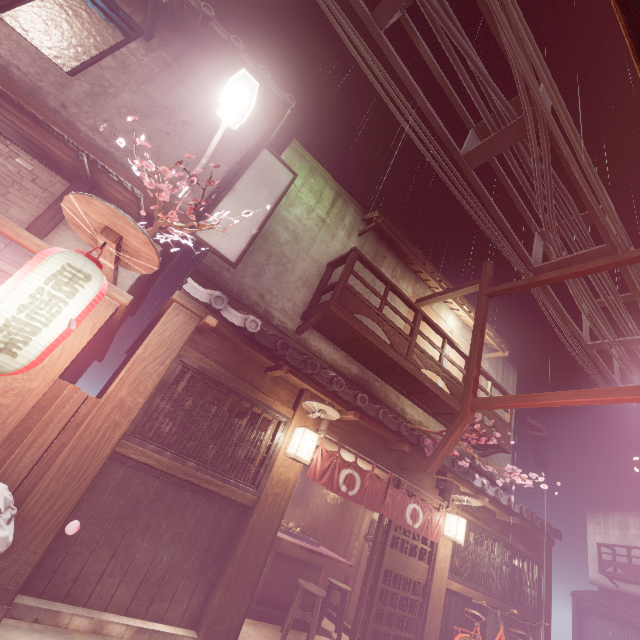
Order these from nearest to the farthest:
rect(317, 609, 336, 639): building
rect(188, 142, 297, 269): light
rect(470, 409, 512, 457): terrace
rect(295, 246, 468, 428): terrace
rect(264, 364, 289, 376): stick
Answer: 1. rect(264, 364, 289, 376): stick
2. rect(188, 142, 297, 269): light
3. rect(317, 609, 336, 639): building
4. rect(295, 246, 468, 428): terrace
5. rect(470, 409, 512, 457): terrace

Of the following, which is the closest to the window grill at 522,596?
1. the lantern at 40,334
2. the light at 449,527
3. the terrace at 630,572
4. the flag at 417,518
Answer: the light at 449,527

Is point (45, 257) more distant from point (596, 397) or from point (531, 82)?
point (596, 397)

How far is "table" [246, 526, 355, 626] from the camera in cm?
965

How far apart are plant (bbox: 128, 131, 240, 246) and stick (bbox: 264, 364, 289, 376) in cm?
347

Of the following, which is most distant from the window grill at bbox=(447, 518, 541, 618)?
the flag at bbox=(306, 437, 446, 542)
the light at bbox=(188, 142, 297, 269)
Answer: the light at bbox=(188, 142, 297, 269)

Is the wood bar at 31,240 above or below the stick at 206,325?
below

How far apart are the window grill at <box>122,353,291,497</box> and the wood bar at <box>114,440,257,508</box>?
0.0 meters
